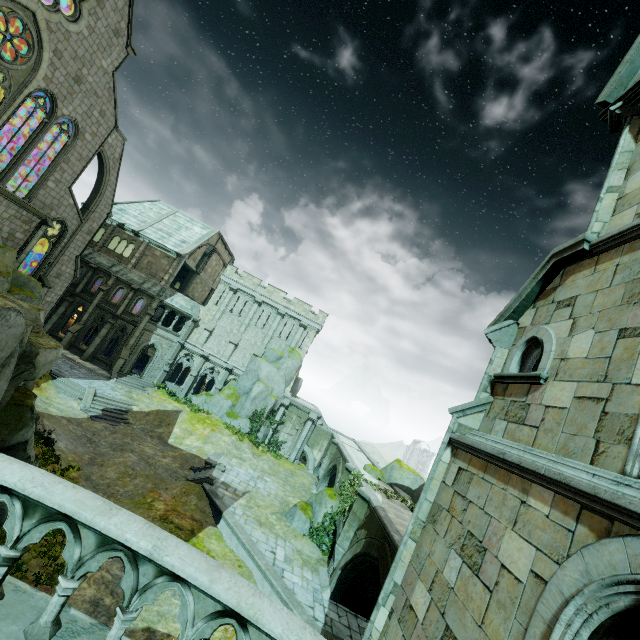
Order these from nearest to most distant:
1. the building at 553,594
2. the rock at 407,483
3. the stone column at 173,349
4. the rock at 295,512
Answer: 1. the building at 553,594
2. the rock at 295,512
3. the rock at 407,483
4. the stone column at 173,349

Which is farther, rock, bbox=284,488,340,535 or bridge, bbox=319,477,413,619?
rock, bbox=284,488,340,535

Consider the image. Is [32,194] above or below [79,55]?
below

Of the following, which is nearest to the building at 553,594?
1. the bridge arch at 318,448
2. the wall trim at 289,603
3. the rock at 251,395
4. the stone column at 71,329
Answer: the wall trim at 289,603

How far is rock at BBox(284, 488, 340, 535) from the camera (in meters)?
20.53

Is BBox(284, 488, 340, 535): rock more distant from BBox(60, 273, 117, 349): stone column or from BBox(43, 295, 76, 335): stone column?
BBox(43, 295, 76, 335): stone column

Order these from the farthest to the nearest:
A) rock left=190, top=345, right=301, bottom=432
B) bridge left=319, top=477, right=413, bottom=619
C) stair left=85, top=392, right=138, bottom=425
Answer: rock left=190, top=345, right=301, bottom=432
stair left=85, top=392, right=138, bottom=425
bridge left=319, top=477, right=413, bottom=619

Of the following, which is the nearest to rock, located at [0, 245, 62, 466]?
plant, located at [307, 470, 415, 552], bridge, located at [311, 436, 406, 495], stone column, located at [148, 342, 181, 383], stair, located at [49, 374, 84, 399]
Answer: stair, located at [49, 374, 84, 399]
